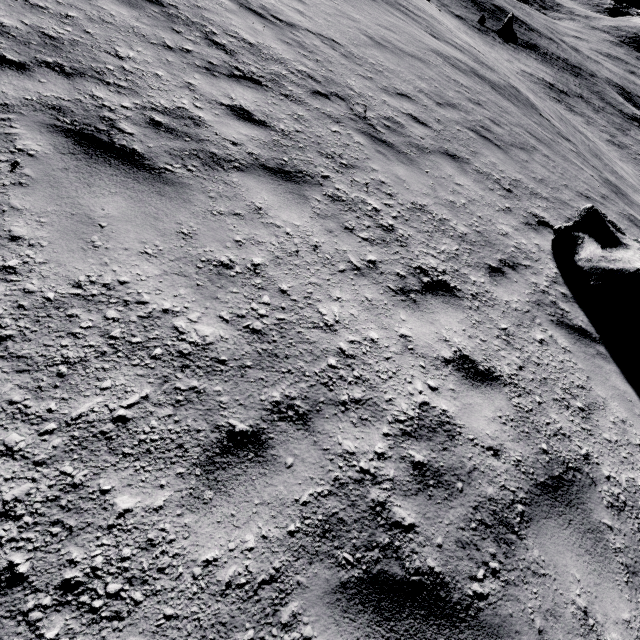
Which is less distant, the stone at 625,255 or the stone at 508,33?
the stone at 625,255

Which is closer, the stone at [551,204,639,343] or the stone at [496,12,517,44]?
the stone at [551,204,639,343]

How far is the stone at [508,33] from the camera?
35.7 meters

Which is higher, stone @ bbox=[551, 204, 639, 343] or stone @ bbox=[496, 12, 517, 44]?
stone @ bbox=[551, 204, 639, 343]

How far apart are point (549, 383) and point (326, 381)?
2.65m

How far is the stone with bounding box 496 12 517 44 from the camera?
35.7m
